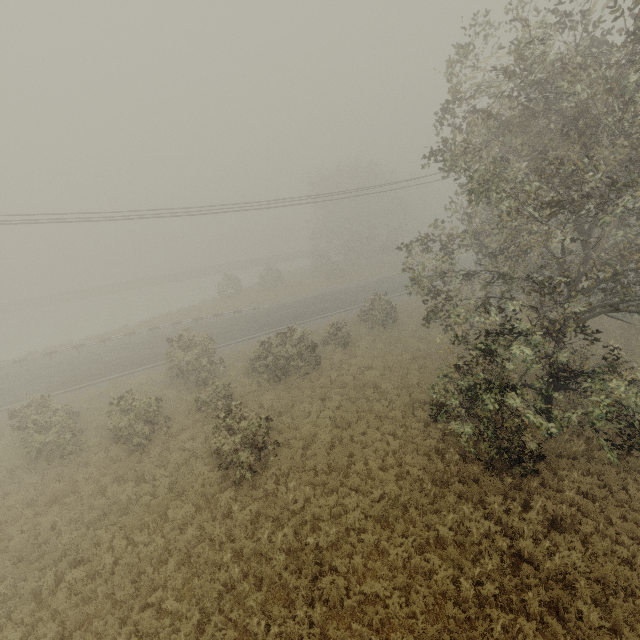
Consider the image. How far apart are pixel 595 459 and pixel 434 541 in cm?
735
